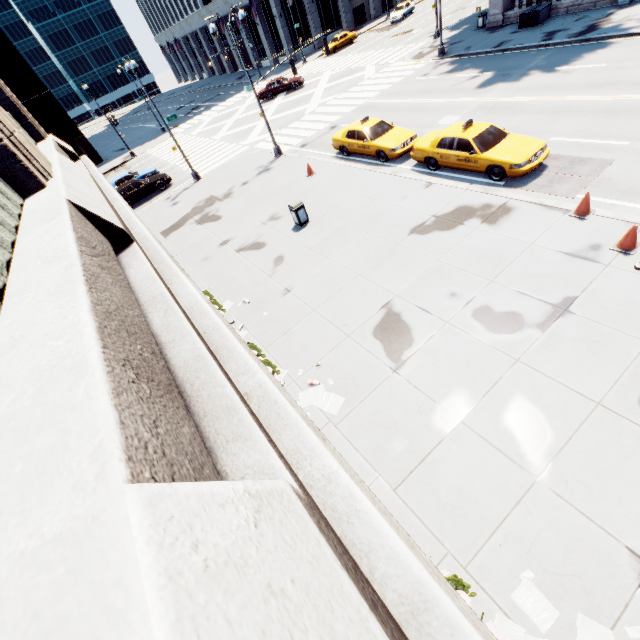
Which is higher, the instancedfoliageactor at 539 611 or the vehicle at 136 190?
the vehicle at 136 190

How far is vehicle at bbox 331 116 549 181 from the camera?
11.6 meters

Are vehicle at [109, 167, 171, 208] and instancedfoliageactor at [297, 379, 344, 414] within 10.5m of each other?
no

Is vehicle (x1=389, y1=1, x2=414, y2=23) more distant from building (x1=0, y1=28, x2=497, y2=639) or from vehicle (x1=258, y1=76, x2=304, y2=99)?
building (x1=0, y1=28, x2=497, y2=639)

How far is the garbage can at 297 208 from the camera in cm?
1372

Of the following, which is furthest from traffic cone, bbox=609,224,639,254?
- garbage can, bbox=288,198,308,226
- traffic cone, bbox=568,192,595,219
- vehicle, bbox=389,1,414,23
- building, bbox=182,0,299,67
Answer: building, bbox=182,0,299,67

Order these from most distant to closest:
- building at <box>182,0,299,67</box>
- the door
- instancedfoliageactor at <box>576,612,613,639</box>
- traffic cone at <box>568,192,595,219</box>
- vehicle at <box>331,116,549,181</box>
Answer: the door → building at <box>182,0,299,67</box> → vehicle at <box>331,116,549,181</box> → traffic cone at <box>568,192,595,219</box> → instancedfoliageactor at <box>576,612,613,639</box>

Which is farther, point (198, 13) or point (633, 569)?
point (198, 13)
